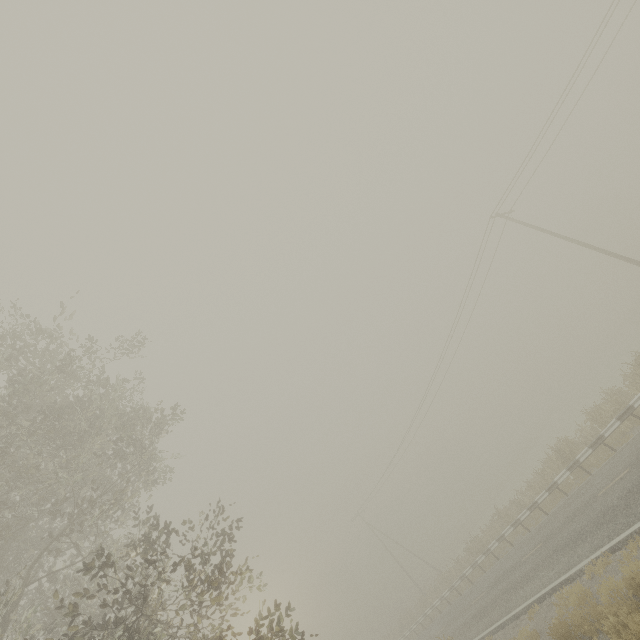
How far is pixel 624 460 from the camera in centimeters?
1262cm

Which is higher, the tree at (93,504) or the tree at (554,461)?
the tree at (93,504)

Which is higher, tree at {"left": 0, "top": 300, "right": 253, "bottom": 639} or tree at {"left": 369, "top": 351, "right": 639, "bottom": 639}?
tree at {"left": 0, "top": 300, "right": 253, "bottom": 639}

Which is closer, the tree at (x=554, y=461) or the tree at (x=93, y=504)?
the tree at (x=93, y=504)

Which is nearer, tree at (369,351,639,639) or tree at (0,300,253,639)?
tree at (0,300,253,639)
